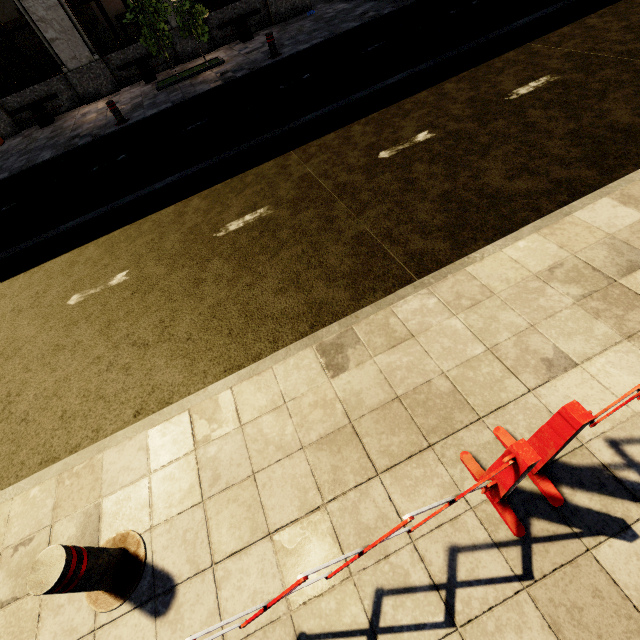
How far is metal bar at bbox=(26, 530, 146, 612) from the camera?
1.81m

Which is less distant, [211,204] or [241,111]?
[211,204]

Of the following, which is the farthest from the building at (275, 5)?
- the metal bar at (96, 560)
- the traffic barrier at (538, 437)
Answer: the traffic barrier at (538, 437)

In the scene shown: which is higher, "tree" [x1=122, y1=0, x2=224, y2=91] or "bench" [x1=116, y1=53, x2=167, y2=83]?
"tree" [x1=122, y1=0, x2=224, y2=91]

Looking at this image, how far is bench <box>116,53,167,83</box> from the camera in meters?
11.7 m

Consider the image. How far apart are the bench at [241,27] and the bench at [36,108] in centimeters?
632cm

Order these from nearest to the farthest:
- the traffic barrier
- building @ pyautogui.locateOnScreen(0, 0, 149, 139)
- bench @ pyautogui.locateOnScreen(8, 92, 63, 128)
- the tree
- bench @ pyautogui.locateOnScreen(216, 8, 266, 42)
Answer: the traffic barrier, the tree, building @ pyautogui.locateOnScreen(0, 0, 149, 139), bench @ pyautogui.locateOnScreen(8, 92, 63, 128), bench @ pyautogui.locateOnScreen(216, 8, 266, 42)

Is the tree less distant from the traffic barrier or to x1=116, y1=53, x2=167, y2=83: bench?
x1=116, y1=53, x2=167, y2=83: bench
